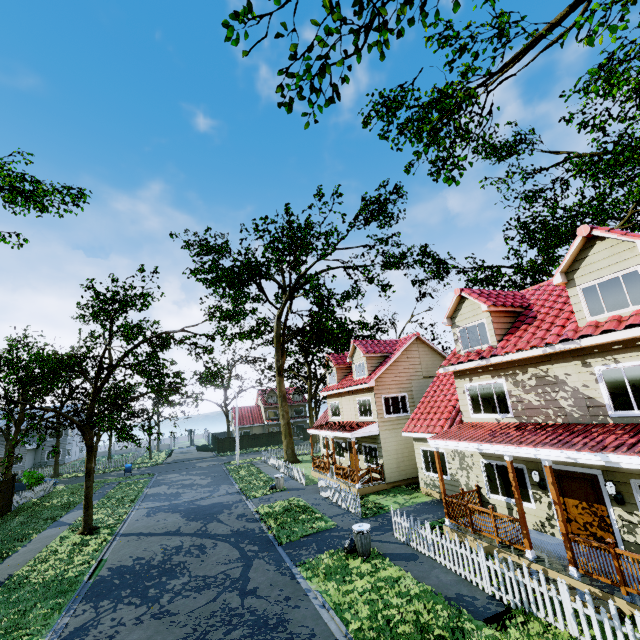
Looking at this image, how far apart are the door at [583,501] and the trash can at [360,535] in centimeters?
607cm

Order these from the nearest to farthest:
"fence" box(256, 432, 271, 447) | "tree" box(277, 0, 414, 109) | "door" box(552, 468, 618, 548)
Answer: "tree" box(277, 0, 414, 109)
"door" box(552, 468, 618, 548)
"fence" box(256, 432, 271, 447)

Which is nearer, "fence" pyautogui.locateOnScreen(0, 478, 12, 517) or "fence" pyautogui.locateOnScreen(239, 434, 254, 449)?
"fence" pyautogui.locateOnScreen(0, 478, 12, 517)

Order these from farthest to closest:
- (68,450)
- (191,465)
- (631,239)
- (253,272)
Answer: (68,450), (191,465), (253,272), (631,239)

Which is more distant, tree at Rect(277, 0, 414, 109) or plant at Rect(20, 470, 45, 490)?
plant at Rect(20, 470, 45, 490)

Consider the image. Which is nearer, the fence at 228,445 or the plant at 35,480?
the plant at 35,480

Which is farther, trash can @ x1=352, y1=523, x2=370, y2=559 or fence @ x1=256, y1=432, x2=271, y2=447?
fence @ x1=256, y1=432, x2=271, y2=447

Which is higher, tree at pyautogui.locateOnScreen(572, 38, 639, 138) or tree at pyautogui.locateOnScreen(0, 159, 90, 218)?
tree at pyautogui.locateOnScreen(0, 159, 90, 218)
